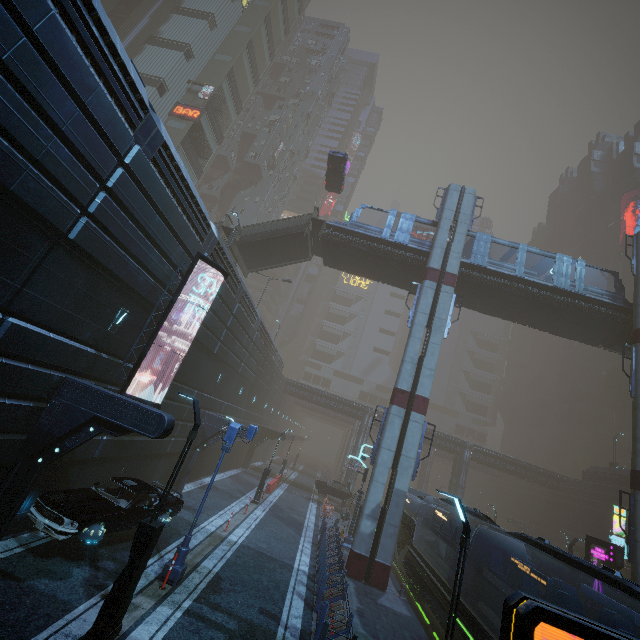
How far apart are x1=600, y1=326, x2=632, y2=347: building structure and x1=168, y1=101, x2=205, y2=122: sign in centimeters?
4366cm

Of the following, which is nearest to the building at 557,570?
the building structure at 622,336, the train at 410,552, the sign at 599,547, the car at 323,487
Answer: the train at 410,552

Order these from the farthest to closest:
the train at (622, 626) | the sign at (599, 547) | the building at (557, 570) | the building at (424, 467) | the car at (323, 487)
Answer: the building at (424, 467) → the car at (323, 487) → the building at (557, 570) → the sign at (599, 547) → the train at (622, 626)

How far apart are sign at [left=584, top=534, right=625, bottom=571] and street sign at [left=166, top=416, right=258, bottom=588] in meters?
22.4

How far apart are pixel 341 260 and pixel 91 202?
20.7m

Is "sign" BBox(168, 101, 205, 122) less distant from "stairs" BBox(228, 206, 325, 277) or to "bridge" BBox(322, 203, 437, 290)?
"stairs" BBox(228, 206, 325, 277)

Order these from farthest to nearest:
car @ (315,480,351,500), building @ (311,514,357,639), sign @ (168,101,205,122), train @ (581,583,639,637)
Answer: sign @ (168,101,205,122)
car @ (315,480,351,500)
building @ (311,514,357,639)
train @ (581,583,639,637)

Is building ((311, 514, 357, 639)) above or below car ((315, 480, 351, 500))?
below
